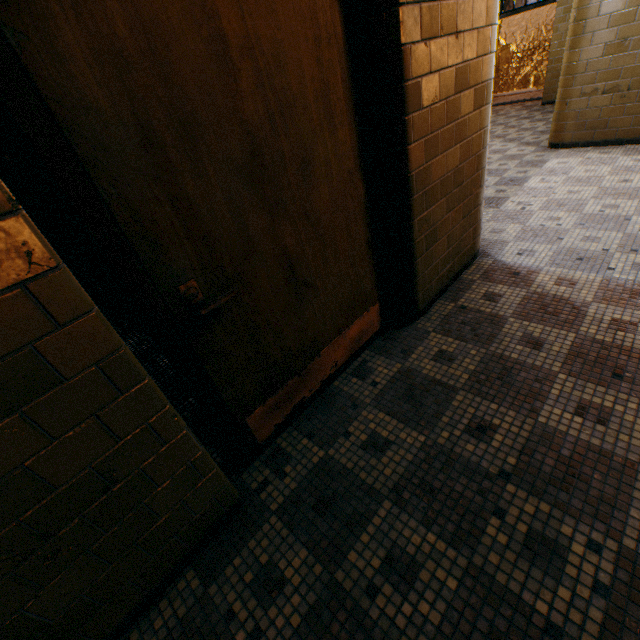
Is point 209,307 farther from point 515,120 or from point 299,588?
point 515,120

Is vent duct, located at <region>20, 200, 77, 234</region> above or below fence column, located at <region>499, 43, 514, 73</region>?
below

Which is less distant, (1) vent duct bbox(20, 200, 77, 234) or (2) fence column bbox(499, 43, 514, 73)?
(1) vent duct bbox(20, 200, 77, 234)

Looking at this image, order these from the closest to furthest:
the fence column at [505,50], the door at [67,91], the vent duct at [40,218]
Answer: the door at [67,91] → the vent duct at [40,218] → the fence column at [505,50]

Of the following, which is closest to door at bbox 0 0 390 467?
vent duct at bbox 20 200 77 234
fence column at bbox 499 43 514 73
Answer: vent duct at bbox 20 200 77 234

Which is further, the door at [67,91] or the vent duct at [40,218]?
the vent duct at [40,218]
